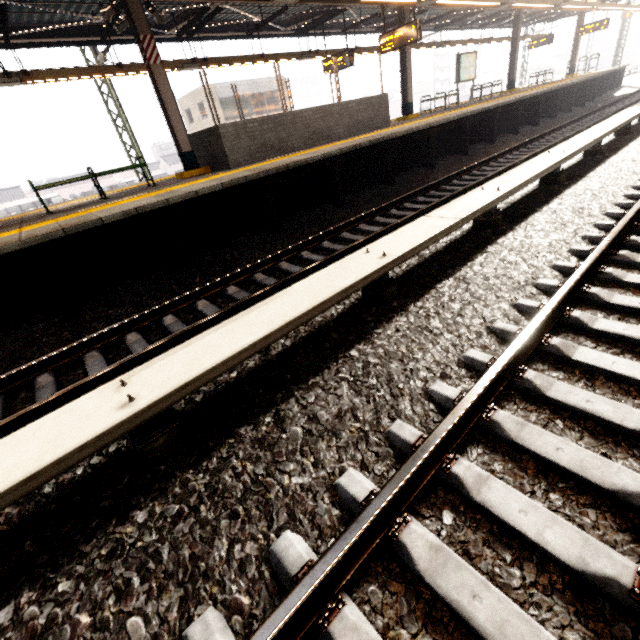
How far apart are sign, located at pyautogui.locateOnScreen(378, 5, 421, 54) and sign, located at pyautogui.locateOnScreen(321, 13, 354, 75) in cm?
138

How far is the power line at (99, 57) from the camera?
11.16m

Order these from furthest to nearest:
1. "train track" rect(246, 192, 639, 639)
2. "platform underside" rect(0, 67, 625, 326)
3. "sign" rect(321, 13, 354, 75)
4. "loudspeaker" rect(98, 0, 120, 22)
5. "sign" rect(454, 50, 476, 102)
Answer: "sign" rect(454, 50, 476, 102), "sign" rect(321, 13, 354, 75), "loudspeaker" rect(98, 0, 120, 22), "platform underside" rect(0, 67, 625, 326), "train track" rect(246, 192, 639, 639)

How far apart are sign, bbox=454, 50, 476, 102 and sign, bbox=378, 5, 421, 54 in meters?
6.0 m

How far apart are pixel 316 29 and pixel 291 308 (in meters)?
17.54

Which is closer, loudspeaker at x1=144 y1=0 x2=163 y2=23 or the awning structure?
loudspeaker at x1=144 y1=0 x2=163 y2=23

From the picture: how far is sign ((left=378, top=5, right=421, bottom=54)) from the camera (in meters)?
9.83

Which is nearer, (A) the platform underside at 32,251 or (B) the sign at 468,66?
(A) the platform underside at 32,251
